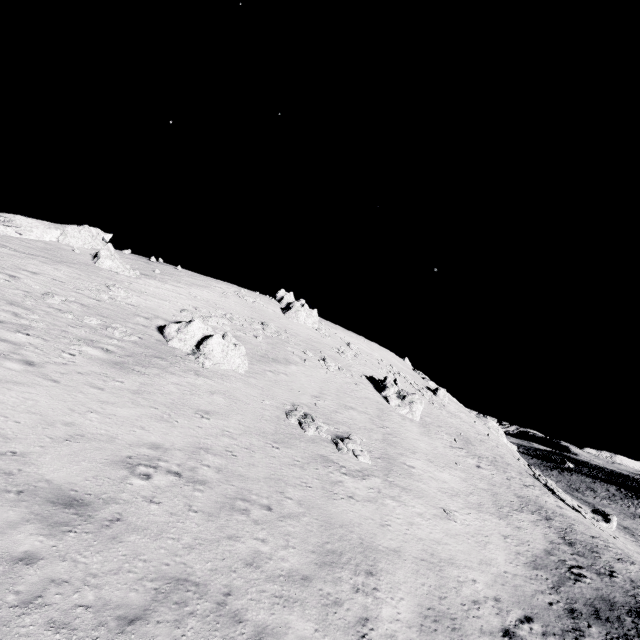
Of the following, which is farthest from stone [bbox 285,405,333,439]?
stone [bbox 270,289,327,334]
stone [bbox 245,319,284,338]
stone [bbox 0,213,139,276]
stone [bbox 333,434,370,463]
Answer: stone [bbox 0,213,139,276]

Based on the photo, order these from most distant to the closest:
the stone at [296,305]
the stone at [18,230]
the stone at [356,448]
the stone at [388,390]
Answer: the stone at [296,305]
the stone at [388,390]
the stone at [18,230]
the stone at [356,448]

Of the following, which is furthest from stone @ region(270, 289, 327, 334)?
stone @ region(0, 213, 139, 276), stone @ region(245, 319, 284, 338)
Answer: stone @ region(0, 213, 139, 276)

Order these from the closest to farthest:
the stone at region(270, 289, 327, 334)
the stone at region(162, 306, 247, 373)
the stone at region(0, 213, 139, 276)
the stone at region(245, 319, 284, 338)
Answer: the stone at region(162, 306, 247, 373) < the stone at region(0, 213, 139, 276) < the stone at region(245, 319, 284, 338) < the stone at region(270, 289, 327, 334)

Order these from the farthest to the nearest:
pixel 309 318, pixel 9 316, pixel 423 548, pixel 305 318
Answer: pixel 309 318 → pixel 305 318 → pixel 9 316 → pixel 423 548

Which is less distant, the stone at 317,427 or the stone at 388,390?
the stone at 317,427

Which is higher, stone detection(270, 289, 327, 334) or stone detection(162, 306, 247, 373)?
stone detection(270, 289, 327, 334)

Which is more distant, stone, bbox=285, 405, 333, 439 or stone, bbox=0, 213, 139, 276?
stone, bbox=0, 213, 139, 276
